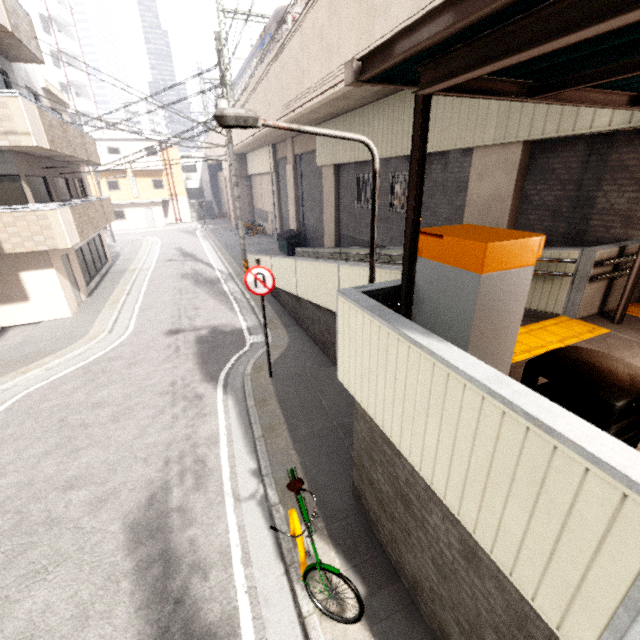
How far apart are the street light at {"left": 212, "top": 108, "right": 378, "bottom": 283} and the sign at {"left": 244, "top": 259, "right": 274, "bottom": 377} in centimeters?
264cm

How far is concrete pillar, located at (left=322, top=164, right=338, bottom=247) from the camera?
15.55m

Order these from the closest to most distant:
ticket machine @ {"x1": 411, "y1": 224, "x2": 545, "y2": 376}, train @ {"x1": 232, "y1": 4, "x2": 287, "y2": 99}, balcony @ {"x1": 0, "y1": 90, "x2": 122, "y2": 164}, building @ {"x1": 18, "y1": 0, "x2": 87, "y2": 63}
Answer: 1. ticket machine @ {"x1": 411, "y1": 224, "x2": 545, "y2": 376}
2. balcony @ {"x1": 0, "y1": 90, "x2": 122, "y2": 164}
3. train @ {"x1": 232, "y1": 4, "x2": 287, "y2": 99}
4. building @ {"x1": 18, "y1": 0, "x2": 87, "y2": 63}

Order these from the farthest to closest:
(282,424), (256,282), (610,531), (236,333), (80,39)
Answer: (80,39) < (236,333) < (256,282) < (282,424) < (610,531)

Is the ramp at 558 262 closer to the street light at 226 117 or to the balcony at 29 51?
the street light at 226 117

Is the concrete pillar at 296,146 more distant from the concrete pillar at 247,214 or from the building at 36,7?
the building at 36,7

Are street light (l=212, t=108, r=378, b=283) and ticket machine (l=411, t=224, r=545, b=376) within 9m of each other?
yes

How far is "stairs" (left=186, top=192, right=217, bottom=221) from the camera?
43.2 meters
